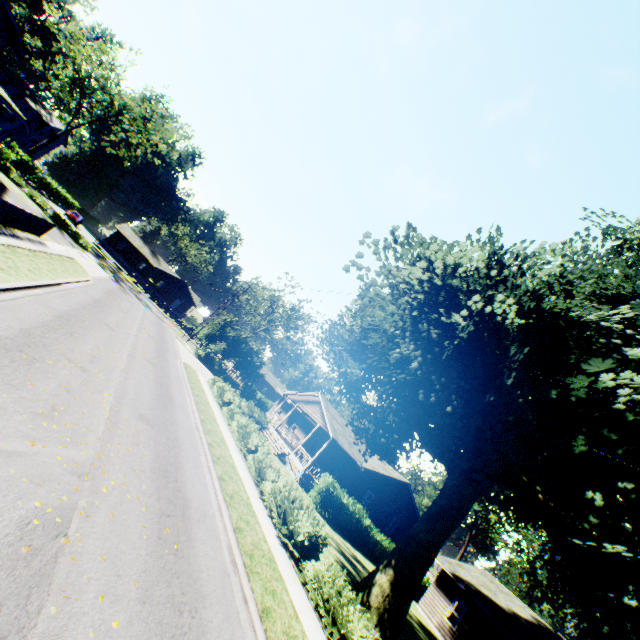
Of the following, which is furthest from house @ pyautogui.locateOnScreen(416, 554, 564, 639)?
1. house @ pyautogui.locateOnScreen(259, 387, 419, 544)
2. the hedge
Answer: the hedge

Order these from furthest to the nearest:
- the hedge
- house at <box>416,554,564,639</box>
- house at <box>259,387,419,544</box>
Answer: house at <box>259,387,419,544</box>, house at <box>416,554,564,639</box>, the hedge

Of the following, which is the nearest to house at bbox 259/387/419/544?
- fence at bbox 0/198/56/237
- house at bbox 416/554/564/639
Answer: house at bbox 416/554/564/639

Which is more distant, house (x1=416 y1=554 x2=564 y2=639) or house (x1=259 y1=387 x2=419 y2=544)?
house (x1=259 y1=387 x2=419 y2=544)

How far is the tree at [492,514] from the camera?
48.56m

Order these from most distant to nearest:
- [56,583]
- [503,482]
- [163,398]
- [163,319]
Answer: [163,319] → [163,398] → [503,482] → [56,583]

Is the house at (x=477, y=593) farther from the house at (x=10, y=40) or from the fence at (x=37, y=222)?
the house at (x=10, y=40)

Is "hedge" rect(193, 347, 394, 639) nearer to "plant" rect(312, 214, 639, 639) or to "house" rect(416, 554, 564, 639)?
"plant" rect(312, 214, 639, 639)
